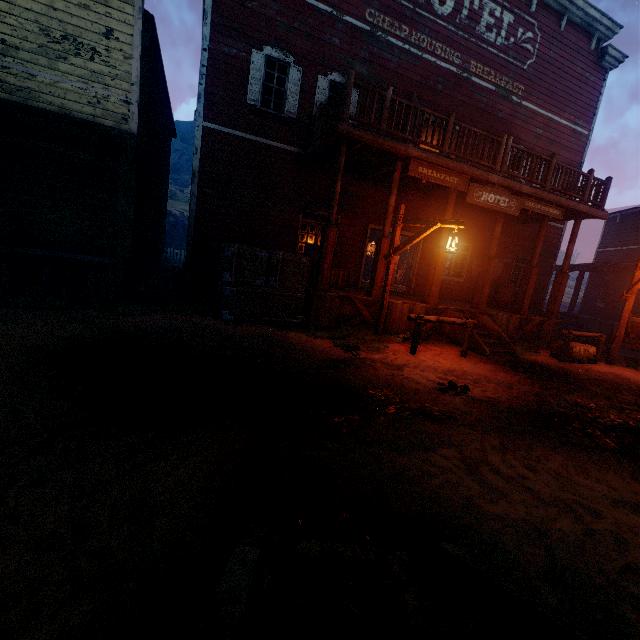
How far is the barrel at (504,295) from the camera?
12.7 meters

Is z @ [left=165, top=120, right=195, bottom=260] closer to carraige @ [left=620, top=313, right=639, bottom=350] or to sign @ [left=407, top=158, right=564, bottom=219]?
carraige @ [left=620, top=313, right=639, bottom=350]

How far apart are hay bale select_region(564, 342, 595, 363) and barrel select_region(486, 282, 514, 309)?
3.1m

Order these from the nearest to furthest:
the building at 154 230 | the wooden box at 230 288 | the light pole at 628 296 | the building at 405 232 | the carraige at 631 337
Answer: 1. the building at 154 230
2. the wooden box at 230 288
3. the light pole at 628 296
4. the carraige at 631 337
5. the building at 405 232

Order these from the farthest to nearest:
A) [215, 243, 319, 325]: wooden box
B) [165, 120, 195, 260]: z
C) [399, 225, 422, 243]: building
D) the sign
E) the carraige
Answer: [165, 120, 195, 260]: z → [399, 225, 422, 243]: building → the carraige → the sign → [215, 243, 319, 325]: wooden box

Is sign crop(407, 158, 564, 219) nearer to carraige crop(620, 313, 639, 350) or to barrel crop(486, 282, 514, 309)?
barrel crop(486, 282, 514, 309)

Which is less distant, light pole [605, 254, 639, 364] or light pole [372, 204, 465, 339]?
light pole [372, 204, 465, 339]

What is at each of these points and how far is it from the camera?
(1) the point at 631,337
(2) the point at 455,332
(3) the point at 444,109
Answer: (1) carraige, 9.9m
(2) building, 9.3m
(3) building, 11.5m
